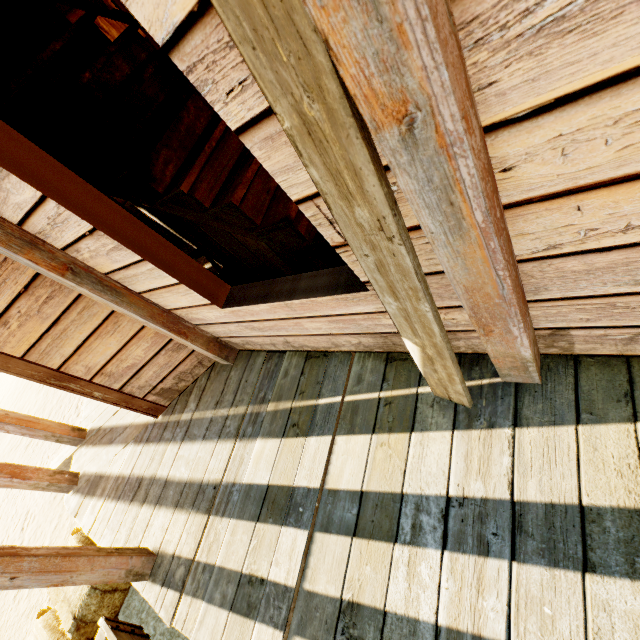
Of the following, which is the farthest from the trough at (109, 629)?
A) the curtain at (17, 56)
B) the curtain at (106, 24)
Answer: the curtain at (106, 24)

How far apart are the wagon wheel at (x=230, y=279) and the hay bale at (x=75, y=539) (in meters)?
2.56

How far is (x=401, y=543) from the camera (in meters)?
1.67

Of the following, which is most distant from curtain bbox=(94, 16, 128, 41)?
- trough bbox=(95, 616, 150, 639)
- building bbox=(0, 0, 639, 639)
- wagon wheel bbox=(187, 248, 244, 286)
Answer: trough bbox=(95, 616, 150, 639)

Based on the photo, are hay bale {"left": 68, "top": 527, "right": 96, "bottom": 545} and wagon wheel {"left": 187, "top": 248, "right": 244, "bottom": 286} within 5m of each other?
yes

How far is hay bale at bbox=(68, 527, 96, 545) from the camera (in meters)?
3.30

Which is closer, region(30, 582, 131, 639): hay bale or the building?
the building

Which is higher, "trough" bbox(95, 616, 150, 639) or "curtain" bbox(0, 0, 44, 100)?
"curtain" bbox(0, 0, 44, 100)
